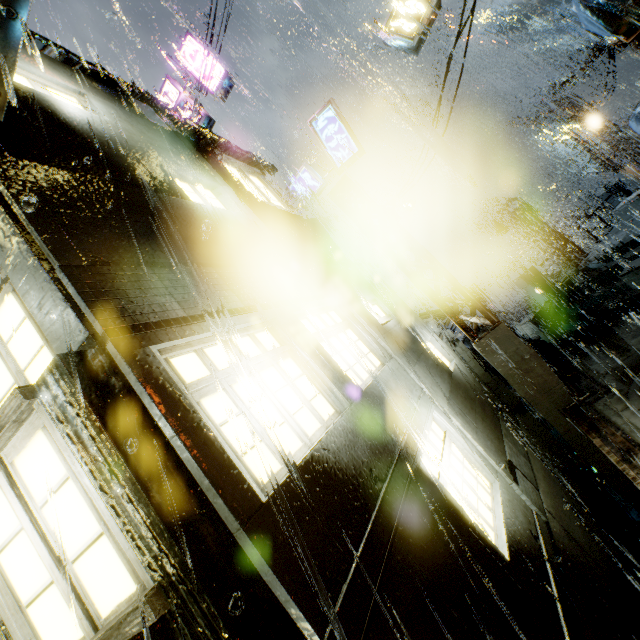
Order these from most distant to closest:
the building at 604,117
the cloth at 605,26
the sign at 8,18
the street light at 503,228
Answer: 1. the street light at 503,228
2. the building at 604,117
3. the cloth at 605,26
4. the sign at 8,18

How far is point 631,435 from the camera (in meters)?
6.73

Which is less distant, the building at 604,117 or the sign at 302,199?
the sign at 302,199

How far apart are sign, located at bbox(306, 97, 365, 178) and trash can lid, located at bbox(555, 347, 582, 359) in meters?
10.1 m

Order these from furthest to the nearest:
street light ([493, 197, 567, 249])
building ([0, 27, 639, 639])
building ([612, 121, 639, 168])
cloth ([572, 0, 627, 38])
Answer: street light ([493, 197, 567, 249]) → building ([612, 121, 639, 168]) → cloth ([572, 0, 627, 38]) → building ([0, 27, 639, 639])

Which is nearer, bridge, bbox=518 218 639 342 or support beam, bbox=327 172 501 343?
support beam, bbox=327 172 501 343

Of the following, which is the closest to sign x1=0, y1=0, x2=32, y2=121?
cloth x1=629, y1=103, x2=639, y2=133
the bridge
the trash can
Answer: cloth x1=629, y1=103, x2=639, y2=133

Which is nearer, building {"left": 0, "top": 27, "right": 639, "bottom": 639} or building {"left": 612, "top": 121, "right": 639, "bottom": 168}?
building {"left": 0, "top": 27, "right": 639, "bottom": 639}
